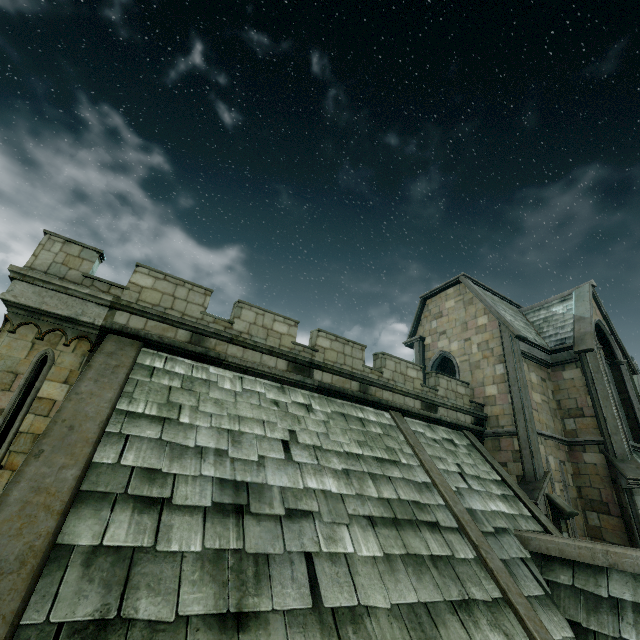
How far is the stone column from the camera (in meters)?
10.96

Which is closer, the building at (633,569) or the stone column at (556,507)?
the building at (633,569)

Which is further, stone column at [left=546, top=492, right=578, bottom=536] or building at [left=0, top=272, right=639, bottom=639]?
stone column at [left=546, top=492, right=578, bottom=536]

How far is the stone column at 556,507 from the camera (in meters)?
10.96

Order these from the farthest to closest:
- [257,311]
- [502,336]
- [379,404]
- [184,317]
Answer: [502,336] < [379,404] < [257,311] < [184,317]
